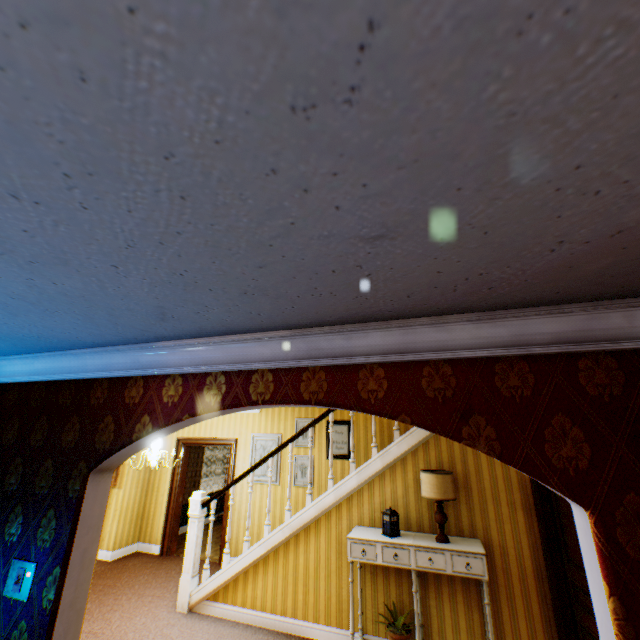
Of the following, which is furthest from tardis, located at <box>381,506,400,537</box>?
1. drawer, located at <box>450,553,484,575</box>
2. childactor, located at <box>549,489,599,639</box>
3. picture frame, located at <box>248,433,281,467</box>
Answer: picture frame, located at <box>248,433,281,467</box>

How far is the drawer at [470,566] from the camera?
3.52m

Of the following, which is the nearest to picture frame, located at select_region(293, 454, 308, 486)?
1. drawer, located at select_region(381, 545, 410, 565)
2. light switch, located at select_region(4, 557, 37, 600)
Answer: drawer, located at select_region(381, 545, 410, 565)

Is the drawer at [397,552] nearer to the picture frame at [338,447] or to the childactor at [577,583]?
the childactor at [577,583]

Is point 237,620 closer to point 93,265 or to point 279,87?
point 93,265

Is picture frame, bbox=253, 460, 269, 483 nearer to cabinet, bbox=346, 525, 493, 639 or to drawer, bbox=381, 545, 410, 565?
cabinet, bbox=346, 525, 493, 639

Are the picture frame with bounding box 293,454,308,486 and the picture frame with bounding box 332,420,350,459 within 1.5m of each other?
yes

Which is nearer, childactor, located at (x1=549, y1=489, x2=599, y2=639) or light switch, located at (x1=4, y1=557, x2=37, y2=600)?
light switch, located at (x1=4, y1=557, x2=37, y2=600)
